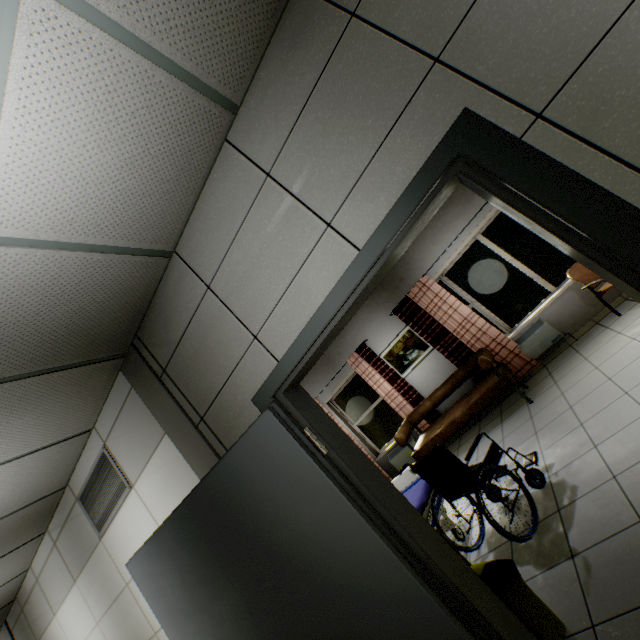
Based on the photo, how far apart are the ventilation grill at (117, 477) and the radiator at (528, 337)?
5.9m

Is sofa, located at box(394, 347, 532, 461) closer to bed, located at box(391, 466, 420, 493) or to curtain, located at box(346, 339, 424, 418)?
curtain, located at box(346, 339, 424, 418)

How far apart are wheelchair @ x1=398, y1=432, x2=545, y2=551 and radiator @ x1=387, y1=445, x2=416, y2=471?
3.1m

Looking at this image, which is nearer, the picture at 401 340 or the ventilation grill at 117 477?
the ventilation grill at 117 477

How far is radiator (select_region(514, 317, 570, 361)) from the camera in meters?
5.3 m

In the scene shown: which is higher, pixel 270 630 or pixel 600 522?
pixel 270 630

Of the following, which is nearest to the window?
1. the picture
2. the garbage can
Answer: Answer: the picture

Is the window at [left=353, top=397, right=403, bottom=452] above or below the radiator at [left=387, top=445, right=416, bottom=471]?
above
